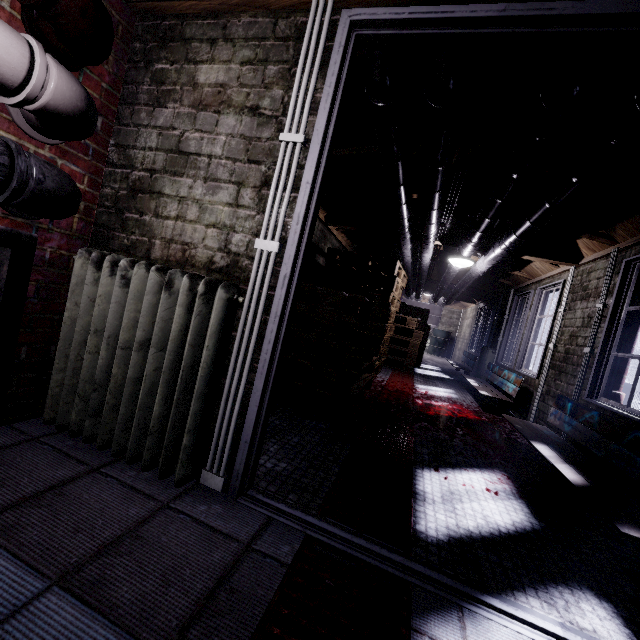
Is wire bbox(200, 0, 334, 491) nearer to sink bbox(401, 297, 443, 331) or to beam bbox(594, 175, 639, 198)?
beam bbox(594, 175, 639, 198)

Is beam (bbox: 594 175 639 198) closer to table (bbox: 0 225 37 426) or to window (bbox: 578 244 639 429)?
window (bbox: 578 244 639 429)

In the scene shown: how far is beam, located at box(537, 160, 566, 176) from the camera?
2.31m

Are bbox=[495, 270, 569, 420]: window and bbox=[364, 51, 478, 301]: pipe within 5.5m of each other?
yes

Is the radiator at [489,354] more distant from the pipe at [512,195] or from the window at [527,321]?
the pipe at [512,195]

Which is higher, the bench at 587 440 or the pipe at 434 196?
the pipe at 434 196

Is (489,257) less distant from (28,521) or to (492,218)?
(492,218)

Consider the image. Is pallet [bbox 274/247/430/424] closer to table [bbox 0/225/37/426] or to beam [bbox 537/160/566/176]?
beam [bbox 537/160/566/176]
